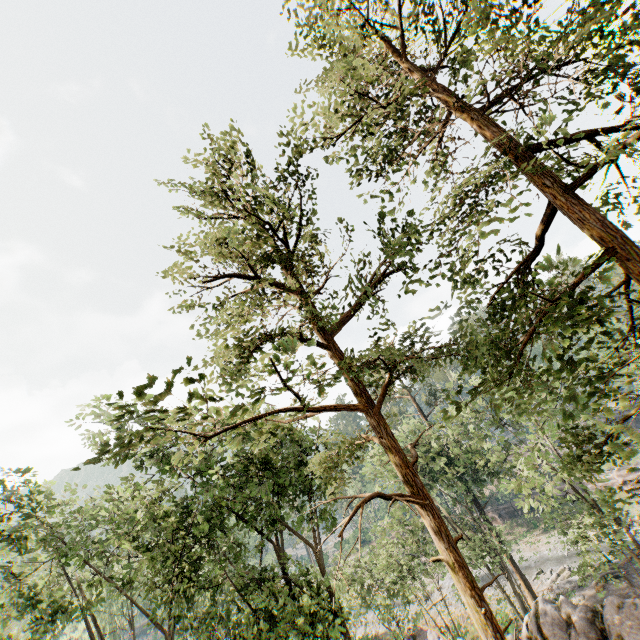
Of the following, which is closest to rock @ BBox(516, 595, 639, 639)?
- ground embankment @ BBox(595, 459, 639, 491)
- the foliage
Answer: the foliage

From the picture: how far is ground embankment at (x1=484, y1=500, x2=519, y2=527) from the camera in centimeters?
4884cm

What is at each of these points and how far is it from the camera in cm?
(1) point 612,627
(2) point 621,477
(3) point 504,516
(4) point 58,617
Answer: (1) rock, 1459
(2) ground embankment, 4156
(3) ground embankment, 4934
(4) foliage, 2519

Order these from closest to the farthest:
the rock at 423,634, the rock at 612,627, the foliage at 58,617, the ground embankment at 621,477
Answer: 1. the foliage at 58,617
2. the rock at 612,627
3. the rock at 423,634
4. the ground embankment at 621,477

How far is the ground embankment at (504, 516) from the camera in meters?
48.8 m

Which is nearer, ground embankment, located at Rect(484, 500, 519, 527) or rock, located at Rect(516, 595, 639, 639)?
rock, located at Rect(516, 595, 639, 639)
